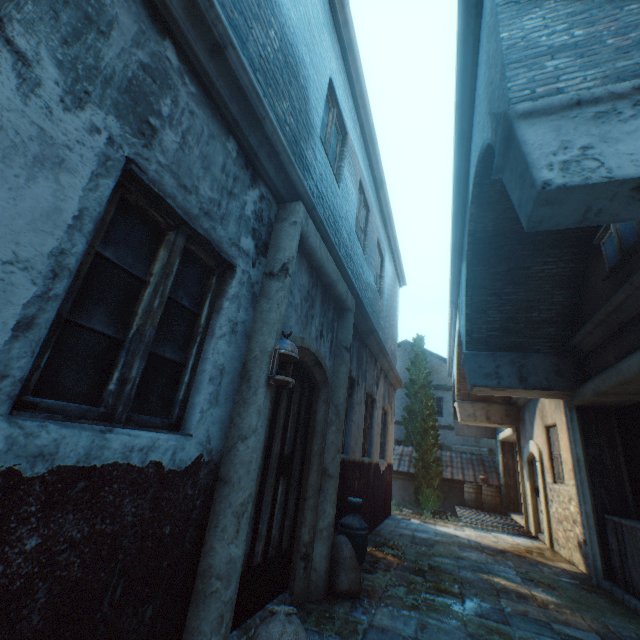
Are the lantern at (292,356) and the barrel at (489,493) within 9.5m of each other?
no

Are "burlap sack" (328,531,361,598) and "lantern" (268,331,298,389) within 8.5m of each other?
yes

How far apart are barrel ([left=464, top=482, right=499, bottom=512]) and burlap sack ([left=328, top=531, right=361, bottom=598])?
12.6m

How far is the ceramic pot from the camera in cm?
416

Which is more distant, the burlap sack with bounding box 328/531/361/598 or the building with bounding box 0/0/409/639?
the burlap sack with bounding box 328/531/361/598

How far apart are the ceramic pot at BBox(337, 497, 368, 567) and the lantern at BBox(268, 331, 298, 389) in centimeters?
272cm

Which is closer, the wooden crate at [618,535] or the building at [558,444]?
the building at [558,444]

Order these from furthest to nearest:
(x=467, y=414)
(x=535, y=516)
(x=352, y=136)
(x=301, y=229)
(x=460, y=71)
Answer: (x=467, y=414), (x=535, y=516), (x=352, y=136), (x=460, y=71), (x=301, y=229)
